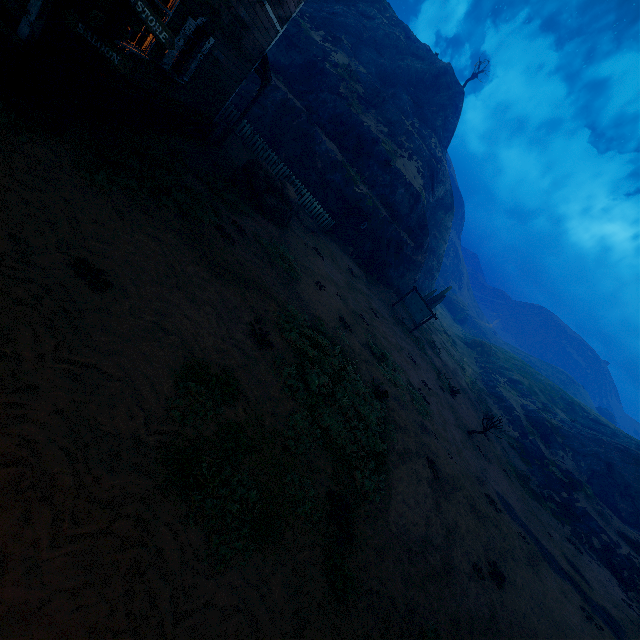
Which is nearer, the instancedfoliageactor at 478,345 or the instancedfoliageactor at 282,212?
the instancedfoliageactor at 282,212

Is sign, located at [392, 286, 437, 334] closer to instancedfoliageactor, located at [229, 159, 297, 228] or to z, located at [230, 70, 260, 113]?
z, located at [230, 70, 260, 113]

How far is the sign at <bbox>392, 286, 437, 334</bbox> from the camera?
21.7 meters

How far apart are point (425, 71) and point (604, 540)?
49.5m

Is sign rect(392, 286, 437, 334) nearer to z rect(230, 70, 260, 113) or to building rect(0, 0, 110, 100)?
z rect(230, 70, 260, 113)

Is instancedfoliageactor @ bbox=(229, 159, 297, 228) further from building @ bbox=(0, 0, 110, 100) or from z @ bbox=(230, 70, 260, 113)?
building @ bbox=(0, 0, 110, 100)

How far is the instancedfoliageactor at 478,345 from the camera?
48.7 meters

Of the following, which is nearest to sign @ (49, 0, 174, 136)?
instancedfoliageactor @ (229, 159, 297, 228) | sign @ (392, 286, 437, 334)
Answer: instancedfoliageactor @ (229, 159, 297, 228)
